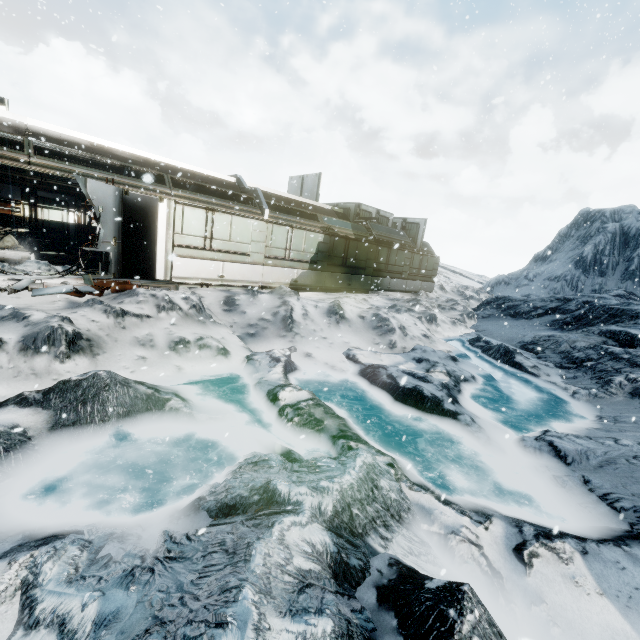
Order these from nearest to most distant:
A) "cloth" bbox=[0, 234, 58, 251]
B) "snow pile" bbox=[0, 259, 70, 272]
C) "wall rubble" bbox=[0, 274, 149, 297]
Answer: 1. "wall rubble" bbox=[0, 274, 149, 297]
2. "snow pile" bbox=[0, 259, 70, 272]
3. "cloth" bbox=[0, 234, 58, 251]

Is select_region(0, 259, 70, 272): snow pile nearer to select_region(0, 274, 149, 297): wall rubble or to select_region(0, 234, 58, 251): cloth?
select_region(0, 274, 149, 297): wall rubble

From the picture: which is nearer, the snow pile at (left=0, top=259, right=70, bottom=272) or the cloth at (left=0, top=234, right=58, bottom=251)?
the snow pile at (left=0, top=259, right=70, bottom=272)

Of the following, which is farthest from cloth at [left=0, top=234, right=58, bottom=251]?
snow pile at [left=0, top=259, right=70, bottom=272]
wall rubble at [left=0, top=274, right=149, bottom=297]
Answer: wall rubble at [left=0, top=274, right=149, bottom=297]

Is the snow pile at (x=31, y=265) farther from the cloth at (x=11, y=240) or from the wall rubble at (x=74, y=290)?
the cloth at (x=11, y=240)

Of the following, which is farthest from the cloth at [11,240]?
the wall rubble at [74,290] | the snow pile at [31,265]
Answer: the wall rubble at [74,290]

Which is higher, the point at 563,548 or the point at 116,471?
the point at 563,548
